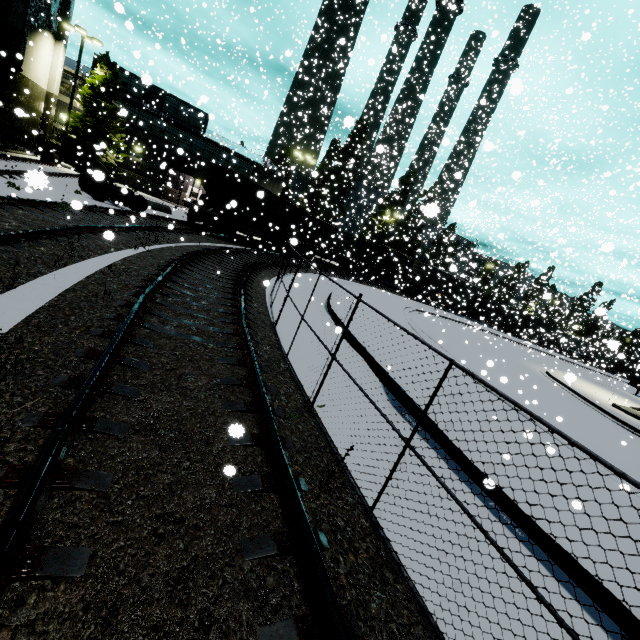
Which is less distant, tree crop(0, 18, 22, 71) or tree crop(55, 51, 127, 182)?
tree crop(0, 18, 22, 71)

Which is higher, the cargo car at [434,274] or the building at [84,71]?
the building at [84,71]

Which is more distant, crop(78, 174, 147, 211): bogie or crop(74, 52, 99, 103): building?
crop(74, 52, 99, 103): building

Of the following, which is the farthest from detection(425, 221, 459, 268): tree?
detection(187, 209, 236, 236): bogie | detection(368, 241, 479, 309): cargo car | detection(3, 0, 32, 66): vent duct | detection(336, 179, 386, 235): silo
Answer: detection(187, 209, 236, 236): bogie

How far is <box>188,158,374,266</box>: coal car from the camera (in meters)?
20.47

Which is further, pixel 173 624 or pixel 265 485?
pixel 265 485

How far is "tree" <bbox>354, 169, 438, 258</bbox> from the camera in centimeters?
3493cm

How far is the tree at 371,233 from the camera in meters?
34.9 m
